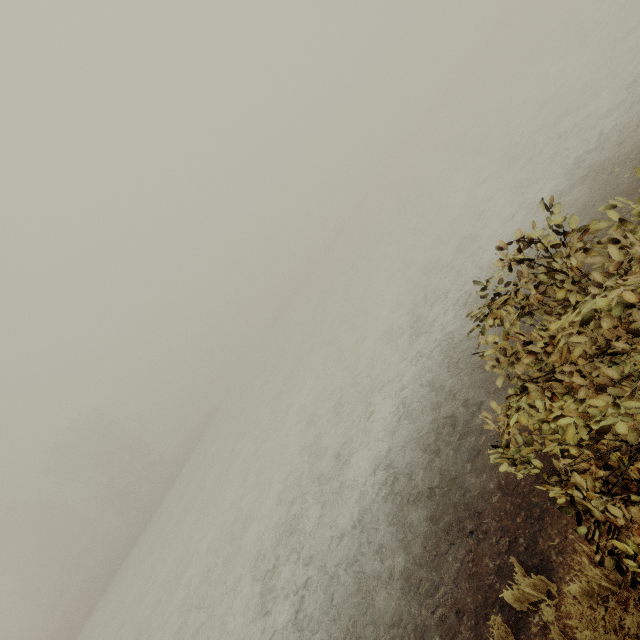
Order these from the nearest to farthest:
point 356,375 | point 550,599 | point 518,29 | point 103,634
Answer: point 550,599, point 356,375, point 103,634, point 518,29
